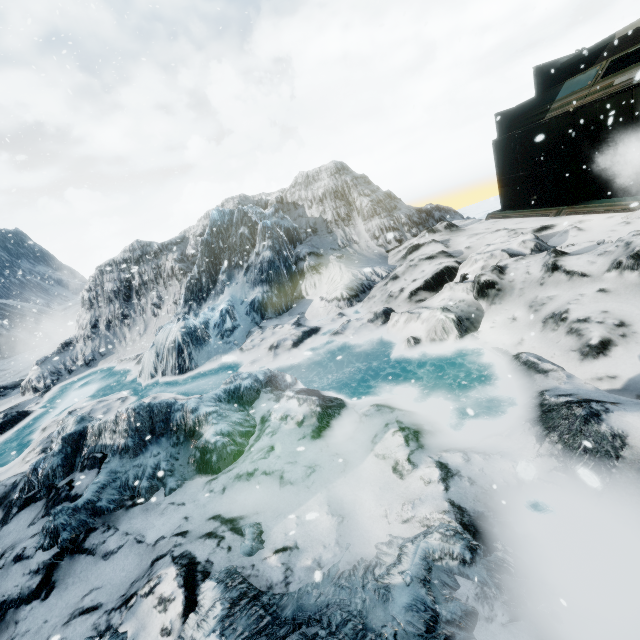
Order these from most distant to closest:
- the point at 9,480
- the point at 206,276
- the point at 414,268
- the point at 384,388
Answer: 1. the point at 206,276
2. the point at 414,268
3. the point at 9,480
4. the point at 384,388
